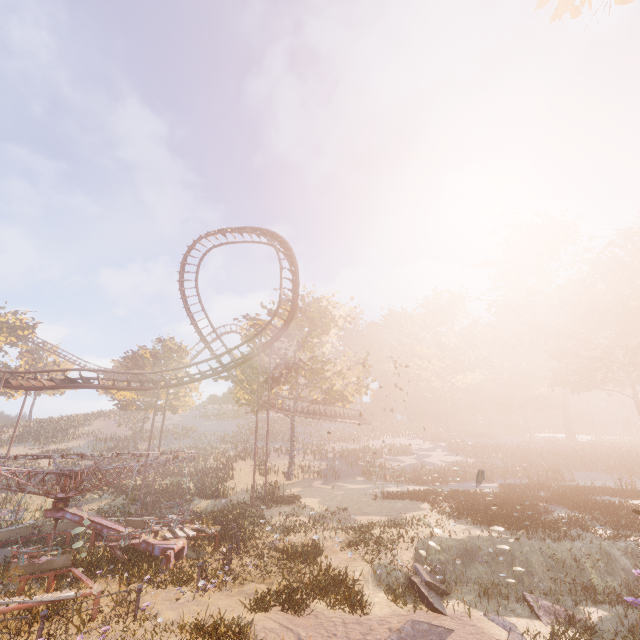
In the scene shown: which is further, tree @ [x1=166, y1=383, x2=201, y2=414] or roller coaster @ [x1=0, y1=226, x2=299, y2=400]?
tree @ [x1=166, y1=383, x2=201, y2=414]

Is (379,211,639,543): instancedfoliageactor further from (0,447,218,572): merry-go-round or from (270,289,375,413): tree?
(270,289,375,413): tree

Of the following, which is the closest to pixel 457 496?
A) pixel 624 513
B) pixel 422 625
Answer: pixel 624 513

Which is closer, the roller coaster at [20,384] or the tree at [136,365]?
the roller coaster at [20,384]

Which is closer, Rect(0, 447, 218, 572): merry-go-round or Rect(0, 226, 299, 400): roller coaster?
Rect(0, 447, 218, 572): merry-go-round

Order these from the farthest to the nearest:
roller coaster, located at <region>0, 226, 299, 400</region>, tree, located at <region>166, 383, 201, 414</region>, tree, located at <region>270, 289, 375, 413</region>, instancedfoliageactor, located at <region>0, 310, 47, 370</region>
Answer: instancedfoliageactor, located at <region>0, 310, 47, 370</region> < tree, located at <region>166, 383, 201, 414</region> < tree, located at <region>270, 289, 375, 413</region> < roller coaster, located at <region>0, 226, 299, 400</region>

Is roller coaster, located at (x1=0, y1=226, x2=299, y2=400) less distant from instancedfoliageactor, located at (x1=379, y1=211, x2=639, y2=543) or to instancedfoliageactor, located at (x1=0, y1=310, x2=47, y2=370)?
instancedfoliageactor, located at (x1=0, y1=310, x2=47, y2=370)

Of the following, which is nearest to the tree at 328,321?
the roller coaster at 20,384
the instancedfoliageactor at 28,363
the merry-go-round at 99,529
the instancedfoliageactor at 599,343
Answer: the roller coaster at 20,384
